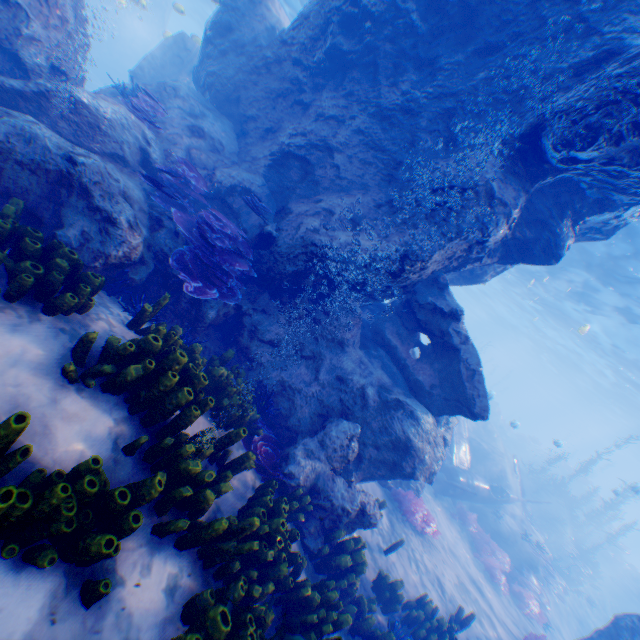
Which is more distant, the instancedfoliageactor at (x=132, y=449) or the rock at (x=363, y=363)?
the rock at (x=363, y=363)

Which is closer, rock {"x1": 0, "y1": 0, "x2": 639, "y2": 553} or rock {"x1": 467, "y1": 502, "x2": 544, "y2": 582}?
rock {"x1": 0, "y1": 0, "x2": 639, "y2": 553}

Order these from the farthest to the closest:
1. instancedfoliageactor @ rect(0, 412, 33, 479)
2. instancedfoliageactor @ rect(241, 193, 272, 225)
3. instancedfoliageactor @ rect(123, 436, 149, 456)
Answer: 1. instancedfoliageactor @ rect(241, 193, 272, 225)
2. instancedfoliageactor @ rect(123, 436, 149, 456)
3. instancedfoliageactor @ rect(0, 412, 33, 479)

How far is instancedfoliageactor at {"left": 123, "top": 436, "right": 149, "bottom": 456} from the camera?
3.2 meters

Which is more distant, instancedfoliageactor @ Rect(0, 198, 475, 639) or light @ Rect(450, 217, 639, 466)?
light @ Rect(450, 217, 639, 466)

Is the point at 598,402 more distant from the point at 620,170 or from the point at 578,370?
the point at 620,170

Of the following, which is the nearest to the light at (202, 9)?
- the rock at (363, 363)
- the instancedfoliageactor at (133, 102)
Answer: the rock at (363, 363)
